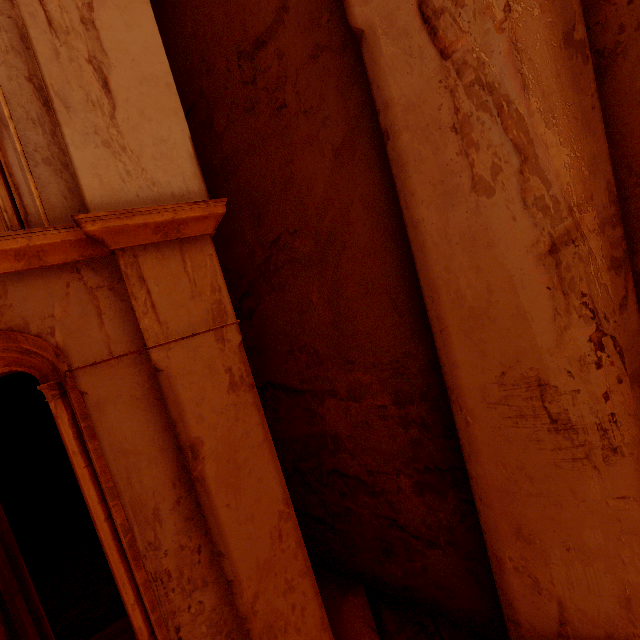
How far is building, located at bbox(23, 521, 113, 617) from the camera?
5.36m

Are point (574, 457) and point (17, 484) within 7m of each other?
no

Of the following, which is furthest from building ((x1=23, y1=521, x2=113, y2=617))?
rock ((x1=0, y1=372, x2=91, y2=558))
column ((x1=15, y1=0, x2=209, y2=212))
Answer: column ((x1=15, y1=0, x2=209, y2=212))

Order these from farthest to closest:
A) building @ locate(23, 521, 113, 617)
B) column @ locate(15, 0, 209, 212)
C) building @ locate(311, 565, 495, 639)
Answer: building @ locate(23, 521, 113, 617) → building @ locate(311, 565, 495, 639) → column @ locate(15, 0, 209, 212)

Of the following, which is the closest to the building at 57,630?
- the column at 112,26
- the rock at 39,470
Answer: the rock at 39,470

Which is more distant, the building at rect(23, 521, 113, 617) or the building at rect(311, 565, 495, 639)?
the building at rect(23, 521, 113, 617)

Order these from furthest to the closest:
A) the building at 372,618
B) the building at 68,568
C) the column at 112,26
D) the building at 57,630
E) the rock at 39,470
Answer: the rock at 39,470
the building at 68,568
the building at 57,630
the building at 372,618
the column at 112,26
